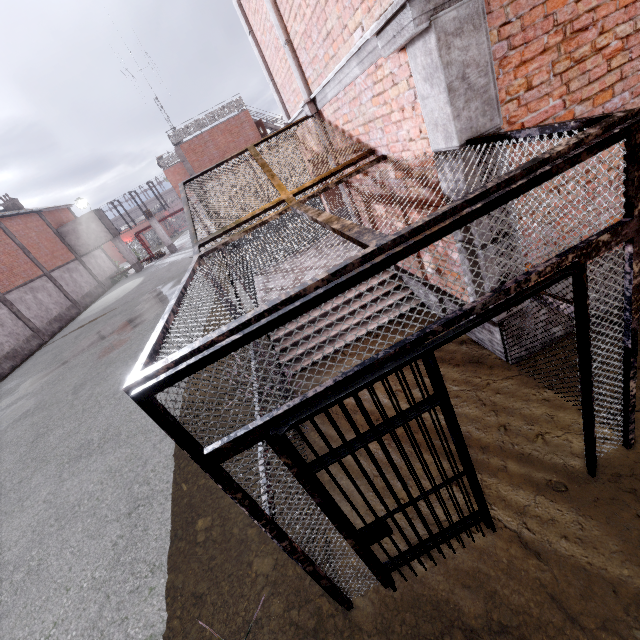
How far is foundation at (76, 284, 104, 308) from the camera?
29.4 meters

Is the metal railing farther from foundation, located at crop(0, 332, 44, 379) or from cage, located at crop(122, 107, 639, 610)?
foundation, located at crop(0, 332, 44, 379)

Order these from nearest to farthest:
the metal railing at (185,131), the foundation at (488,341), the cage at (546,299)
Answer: the cage at (546,299)
the foundation at (488,341)
the metal railing at (185,131)

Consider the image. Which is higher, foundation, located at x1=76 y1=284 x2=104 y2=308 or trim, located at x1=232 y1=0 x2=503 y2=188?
trim, located at x1=232 y1=0 x2=503 y2=188

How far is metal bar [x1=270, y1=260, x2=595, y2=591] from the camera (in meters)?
1.87

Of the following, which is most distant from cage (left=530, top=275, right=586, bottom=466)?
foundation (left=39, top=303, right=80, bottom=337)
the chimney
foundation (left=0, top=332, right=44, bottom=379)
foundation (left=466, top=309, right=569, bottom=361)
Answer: foundation (left=0, top=332, right=44, bottom=379)

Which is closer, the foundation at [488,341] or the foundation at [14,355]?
the foundation at [488,341]

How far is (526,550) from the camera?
2.7 meters
